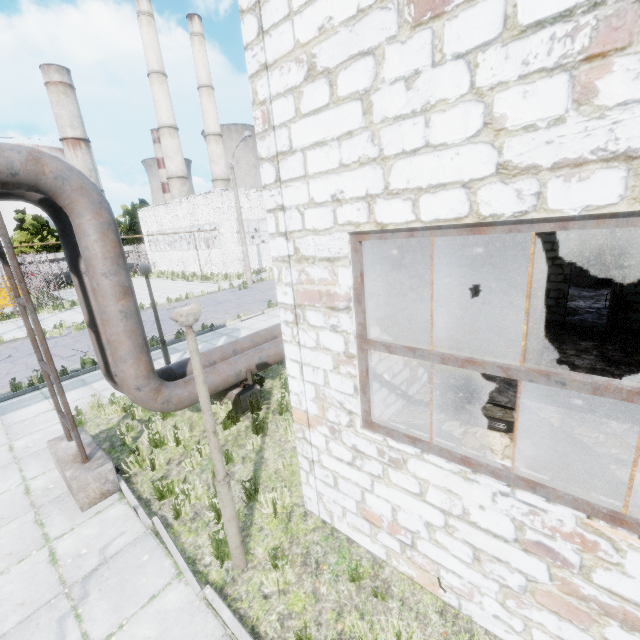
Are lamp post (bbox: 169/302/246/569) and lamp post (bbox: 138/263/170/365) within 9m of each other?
yes

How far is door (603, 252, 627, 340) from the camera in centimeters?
797cm

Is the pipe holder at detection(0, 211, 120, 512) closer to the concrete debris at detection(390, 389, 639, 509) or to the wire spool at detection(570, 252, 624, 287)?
the concrete debris at detection(390, 389, 639, 509)

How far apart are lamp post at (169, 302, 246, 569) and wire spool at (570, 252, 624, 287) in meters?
15.9

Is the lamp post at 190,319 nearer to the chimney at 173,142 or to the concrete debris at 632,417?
the concrete debris at 632,417

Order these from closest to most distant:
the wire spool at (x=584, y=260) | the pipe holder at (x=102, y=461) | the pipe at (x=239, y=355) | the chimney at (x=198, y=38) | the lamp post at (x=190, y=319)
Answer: the lamp post at (x=190, y=319)
the pipe holder at (x=102, y=461)
the pipe at (x=239, y=355)
the wire spool at (x=584, y=260)
the chimney at (x=198, y=38)

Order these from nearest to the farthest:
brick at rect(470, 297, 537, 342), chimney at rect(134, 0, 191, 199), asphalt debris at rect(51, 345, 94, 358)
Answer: brick at rect(470, 297, 537, 342) → asphalt debris at rect(51, 345, 94, 358) → chimney at rect(134, 0, 191, 199)

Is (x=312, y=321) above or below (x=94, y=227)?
below
